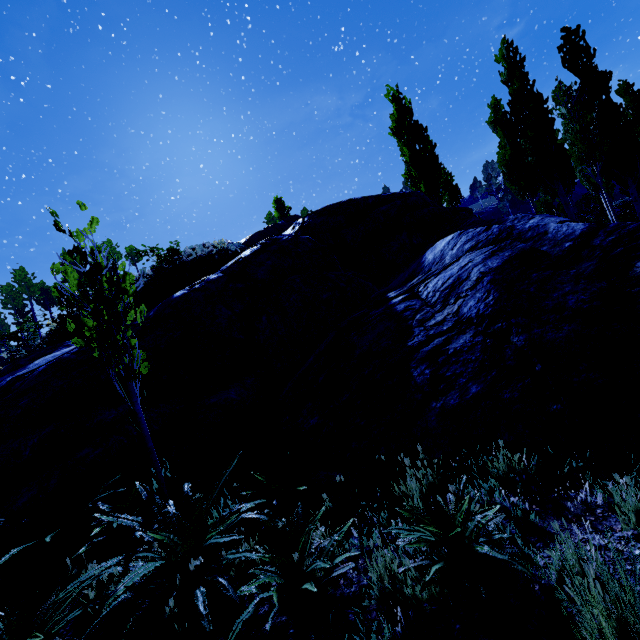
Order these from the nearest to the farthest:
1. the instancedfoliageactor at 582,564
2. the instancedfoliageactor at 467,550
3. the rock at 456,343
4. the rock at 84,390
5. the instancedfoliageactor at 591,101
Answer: the instancedfoliageactor at 582,564 → the instancedfoliageactor at 467,550 → the rock at 456,343 → the rock at 84,390 → the instancedfoliageactor at 591,101

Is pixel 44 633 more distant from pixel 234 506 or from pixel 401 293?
pixel 401 293

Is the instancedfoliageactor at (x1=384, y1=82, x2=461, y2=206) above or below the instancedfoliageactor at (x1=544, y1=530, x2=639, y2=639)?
above

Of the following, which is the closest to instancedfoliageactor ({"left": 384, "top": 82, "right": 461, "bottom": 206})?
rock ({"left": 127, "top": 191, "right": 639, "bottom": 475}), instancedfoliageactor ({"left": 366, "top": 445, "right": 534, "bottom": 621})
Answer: rock ({"left": 127, "top": 191, "right": 639, "bottom": 475})

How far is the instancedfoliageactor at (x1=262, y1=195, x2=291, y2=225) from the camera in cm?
4391

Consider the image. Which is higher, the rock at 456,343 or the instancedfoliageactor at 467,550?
the rock at 456,343

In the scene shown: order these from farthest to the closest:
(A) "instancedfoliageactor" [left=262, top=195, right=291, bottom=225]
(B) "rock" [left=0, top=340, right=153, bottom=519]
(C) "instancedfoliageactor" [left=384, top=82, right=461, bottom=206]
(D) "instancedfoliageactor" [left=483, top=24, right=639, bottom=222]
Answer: (A) "instancedfoliageactor" [left=262, top=195, right=291, bottom=225], (C) "instancedfoliageactor" [left=384, top=82, right=461, bottom=206], (D) "instancedfoliageactor" [left=483, top=24, right=639, bottom=222], (B) "rock" [left=0, top=340, right=153, bottom=519]

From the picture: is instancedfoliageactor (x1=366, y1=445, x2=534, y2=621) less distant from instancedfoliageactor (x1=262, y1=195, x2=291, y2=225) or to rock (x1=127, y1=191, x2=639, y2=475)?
rock (x1=127, y1=191, x2=639, y2=475)
